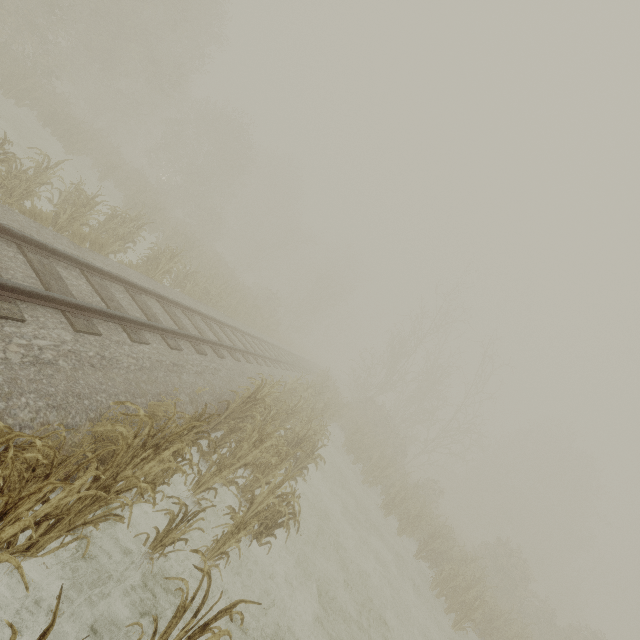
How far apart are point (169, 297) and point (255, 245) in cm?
2952
